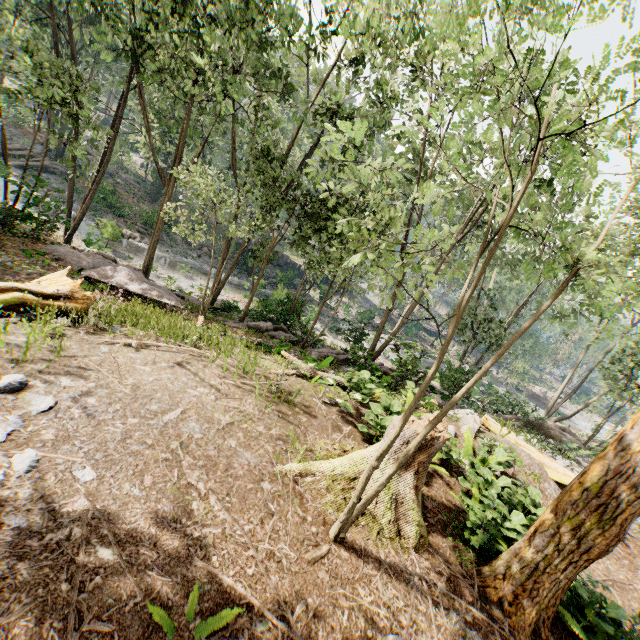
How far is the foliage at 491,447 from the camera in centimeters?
803cm

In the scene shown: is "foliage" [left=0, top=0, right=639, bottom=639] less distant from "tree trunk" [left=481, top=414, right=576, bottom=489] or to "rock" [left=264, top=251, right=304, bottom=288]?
"rock" [left=264, top=251, right=304, bottom=288]

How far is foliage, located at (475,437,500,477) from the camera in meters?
8.0 m

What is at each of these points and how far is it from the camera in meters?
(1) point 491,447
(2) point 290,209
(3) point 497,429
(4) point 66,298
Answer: (1) foliage, 9.1 m
(2) foliage, 15.0 m
(3) tree trunk, 11.1 m
(4) tree trunk, 7.7 m

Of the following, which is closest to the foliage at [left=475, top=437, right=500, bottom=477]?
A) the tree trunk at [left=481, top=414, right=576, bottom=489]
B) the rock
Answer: the rock

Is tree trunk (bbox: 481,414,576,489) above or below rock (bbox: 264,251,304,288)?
above

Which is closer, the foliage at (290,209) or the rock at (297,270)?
the foliage at (290,209)
